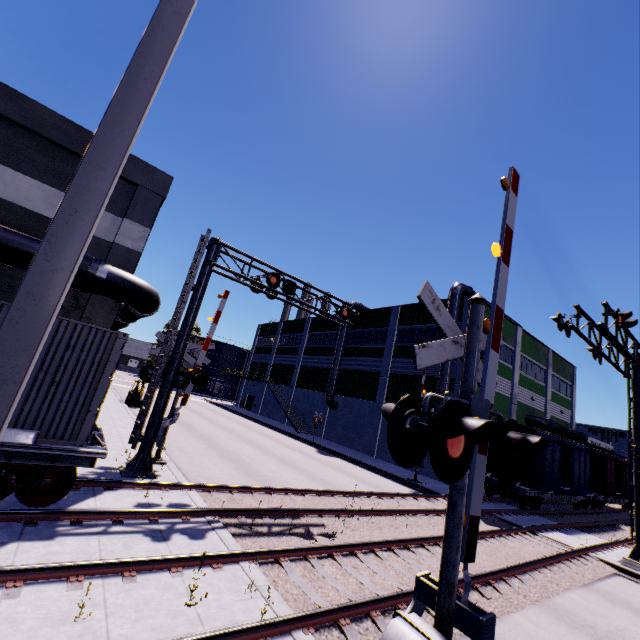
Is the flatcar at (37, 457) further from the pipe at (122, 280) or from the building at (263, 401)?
the pipe at (122, 280)

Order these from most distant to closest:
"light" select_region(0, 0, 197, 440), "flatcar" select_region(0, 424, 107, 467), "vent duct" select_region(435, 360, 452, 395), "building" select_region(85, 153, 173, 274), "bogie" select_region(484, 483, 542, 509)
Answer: "vent duct" select_region(435, 360, 452, 395), "bogie" select_region(484, 483, 542, 509), "building" select_region(85, 153, 173, 274), "flatcar" select_region(0, 424, 107, 467), "light" select_region(0, 0, 197, 440)

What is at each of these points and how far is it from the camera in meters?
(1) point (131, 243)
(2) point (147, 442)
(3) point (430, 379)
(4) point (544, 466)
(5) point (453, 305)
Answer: (1) building, 12.0
(2) railroad crossing overhang, 10.8
(3) building, 27.6
(4) cargo car, 20.5
(5) vent duct, 26.5

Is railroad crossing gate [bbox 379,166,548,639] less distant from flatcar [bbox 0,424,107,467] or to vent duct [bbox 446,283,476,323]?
flatcar [bbox 0,424,107,467]

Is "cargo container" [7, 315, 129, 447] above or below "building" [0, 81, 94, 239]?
below

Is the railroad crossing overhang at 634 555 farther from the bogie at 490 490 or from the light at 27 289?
the light at 27 289

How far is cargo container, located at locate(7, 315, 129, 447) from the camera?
6.7 meters

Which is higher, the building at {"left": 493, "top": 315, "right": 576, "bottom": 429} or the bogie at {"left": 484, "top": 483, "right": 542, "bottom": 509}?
the building at {"left": 493, "top": 315, "right": 576, "bottom": 429}
